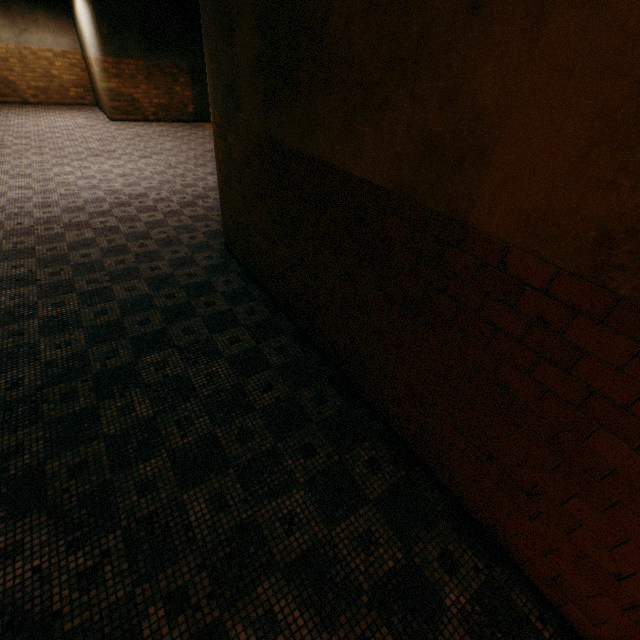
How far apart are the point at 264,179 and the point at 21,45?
17.4 meters
